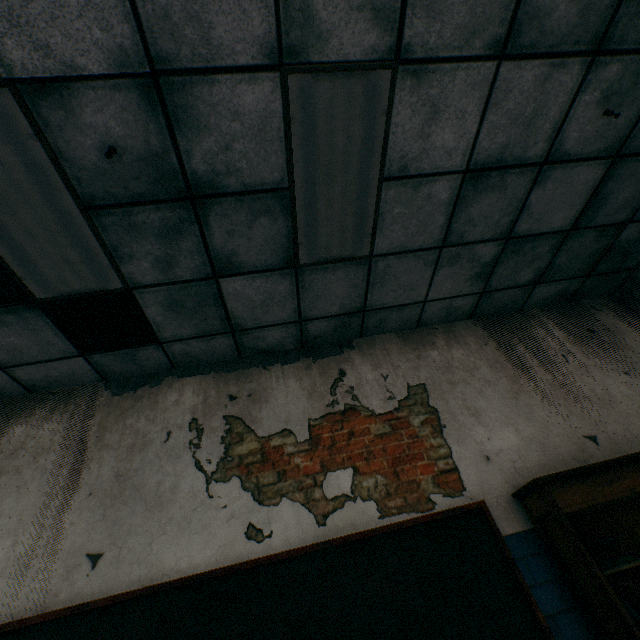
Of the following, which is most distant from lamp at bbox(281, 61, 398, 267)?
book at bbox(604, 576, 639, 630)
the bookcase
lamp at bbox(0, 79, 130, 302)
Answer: book at bbox(604, 576, 639, 630)

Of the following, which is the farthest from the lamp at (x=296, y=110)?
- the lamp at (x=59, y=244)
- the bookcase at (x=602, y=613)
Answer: the bookcase at (x=602, y=613)

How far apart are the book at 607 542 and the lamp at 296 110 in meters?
2.5 m

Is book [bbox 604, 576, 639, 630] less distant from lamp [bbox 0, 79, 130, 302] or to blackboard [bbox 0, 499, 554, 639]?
blackboard [bbox 0, 499, 554, 639]

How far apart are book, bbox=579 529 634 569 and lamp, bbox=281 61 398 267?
2.5m

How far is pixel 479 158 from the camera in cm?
237

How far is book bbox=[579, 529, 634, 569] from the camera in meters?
2.0 m

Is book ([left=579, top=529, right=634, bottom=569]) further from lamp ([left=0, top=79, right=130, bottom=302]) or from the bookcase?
lamp ([left=0, top=79, right=130, bottom=302])
